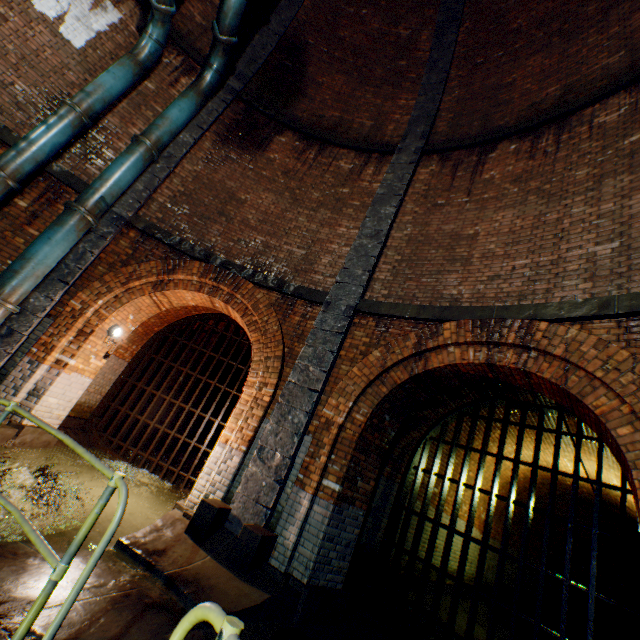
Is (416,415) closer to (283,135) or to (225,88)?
(283,135)

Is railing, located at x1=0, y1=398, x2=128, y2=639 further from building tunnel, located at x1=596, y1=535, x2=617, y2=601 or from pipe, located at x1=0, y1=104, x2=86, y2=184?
building tunnel, located at x1=596, y1=535, x2=617, y2=601

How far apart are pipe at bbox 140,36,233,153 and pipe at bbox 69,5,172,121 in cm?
60

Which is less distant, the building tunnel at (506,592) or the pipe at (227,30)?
the pipe at (227,30)

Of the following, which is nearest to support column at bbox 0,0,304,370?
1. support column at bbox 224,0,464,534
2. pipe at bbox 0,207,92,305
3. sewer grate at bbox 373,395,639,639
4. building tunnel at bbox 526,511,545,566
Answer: pipe at bbox 0,207,92,305

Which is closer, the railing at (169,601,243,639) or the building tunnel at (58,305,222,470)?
the railing at (169,601,243,639)

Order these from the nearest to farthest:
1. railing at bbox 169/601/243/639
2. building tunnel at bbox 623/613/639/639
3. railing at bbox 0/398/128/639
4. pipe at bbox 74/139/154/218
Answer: railing at bbox 169/601/243/639 → railing at bbox 0/398/128/639 → pipe at bbox 74/139/154/218 → building tunnel at bbox 623/613/639/639

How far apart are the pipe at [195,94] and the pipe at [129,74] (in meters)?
0.60
